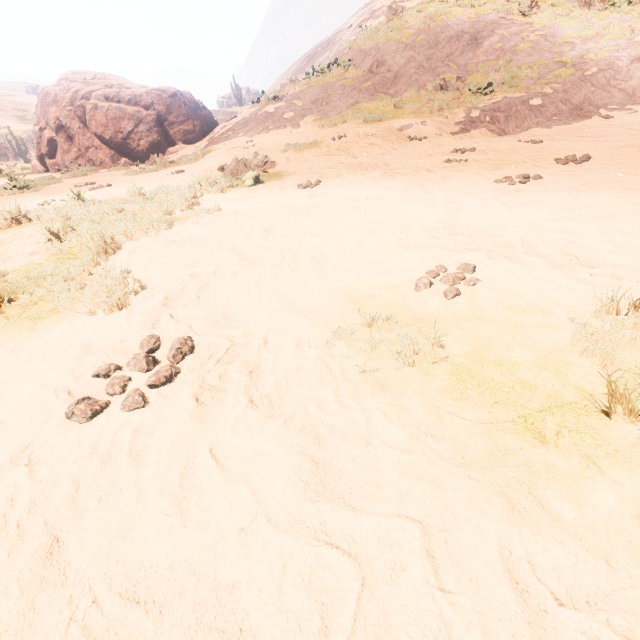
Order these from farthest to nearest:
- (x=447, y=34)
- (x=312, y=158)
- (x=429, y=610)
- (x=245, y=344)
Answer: (x=447, y=34) → (x=312, y=158) → (x=245, y=344) → (x=429, y=610)

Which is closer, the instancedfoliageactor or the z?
the z

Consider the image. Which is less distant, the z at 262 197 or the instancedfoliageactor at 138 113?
the z at 262 197

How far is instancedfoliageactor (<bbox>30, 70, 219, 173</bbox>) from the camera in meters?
15.9 m

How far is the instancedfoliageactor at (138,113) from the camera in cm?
1591
